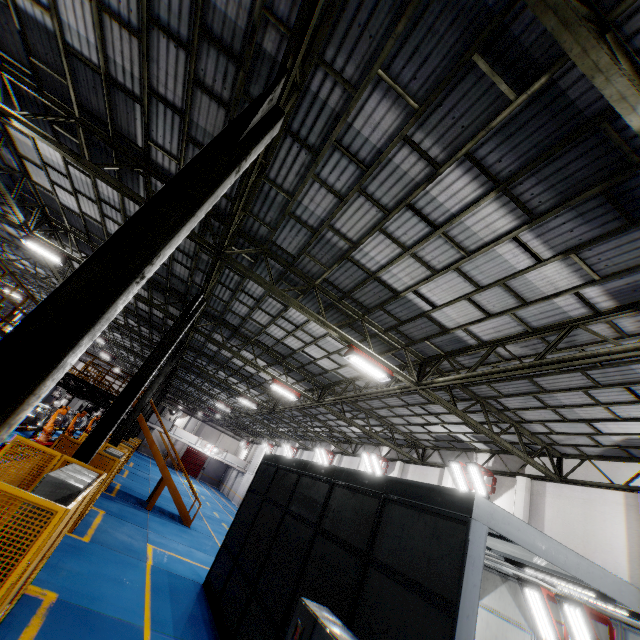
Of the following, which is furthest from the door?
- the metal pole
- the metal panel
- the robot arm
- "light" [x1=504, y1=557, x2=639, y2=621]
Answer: the metal pole

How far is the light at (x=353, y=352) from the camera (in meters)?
9.84

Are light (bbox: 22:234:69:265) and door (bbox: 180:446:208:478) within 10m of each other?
no

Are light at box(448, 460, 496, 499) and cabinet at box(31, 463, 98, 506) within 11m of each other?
no

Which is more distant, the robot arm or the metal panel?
the robot arm

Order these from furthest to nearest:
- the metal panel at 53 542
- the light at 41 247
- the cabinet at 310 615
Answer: the light at 41 247, the cabinet at 310 615, the metal panel at 53 542

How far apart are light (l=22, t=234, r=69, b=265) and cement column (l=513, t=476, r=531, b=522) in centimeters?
2154cm

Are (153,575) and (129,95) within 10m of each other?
no
